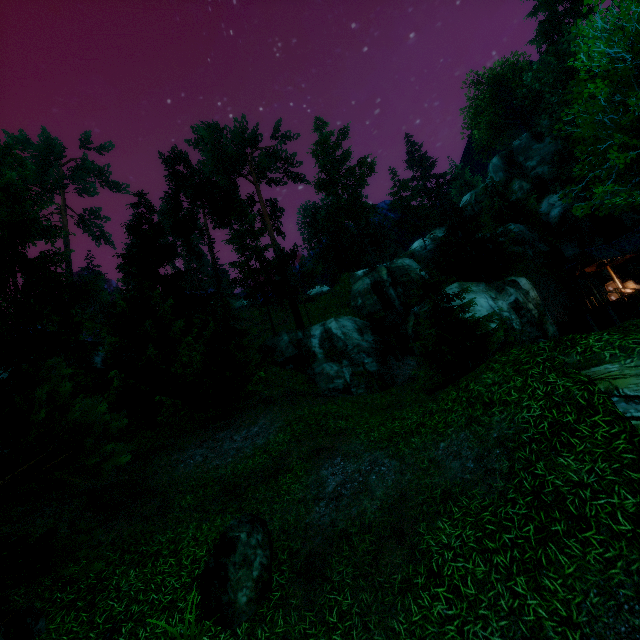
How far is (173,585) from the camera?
7.4 meters

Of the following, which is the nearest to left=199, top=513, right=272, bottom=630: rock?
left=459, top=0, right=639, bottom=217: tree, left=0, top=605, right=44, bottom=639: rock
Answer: left=459, top=0, right=639, bottom=217: tree

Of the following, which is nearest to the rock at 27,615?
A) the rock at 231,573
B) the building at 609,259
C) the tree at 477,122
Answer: the tree at 477,122

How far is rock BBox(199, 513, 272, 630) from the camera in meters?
6.3 m

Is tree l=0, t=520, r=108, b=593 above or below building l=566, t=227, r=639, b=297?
below

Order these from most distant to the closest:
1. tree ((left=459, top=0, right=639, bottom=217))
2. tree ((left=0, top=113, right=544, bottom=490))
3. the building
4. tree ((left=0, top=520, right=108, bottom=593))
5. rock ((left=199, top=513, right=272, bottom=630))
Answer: the building → tree ((left=0, top=113, right=544, bottom=490)) → tree ((left=459, top=0, right=639, bottom=217)) → rock ((left=199, top=513, right=272, bottom=630)) → tree ((left=0, top=520, right=108, bottom=593))

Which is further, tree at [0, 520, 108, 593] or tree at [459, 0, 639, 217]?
tree at [459, 0, 639, 217]
